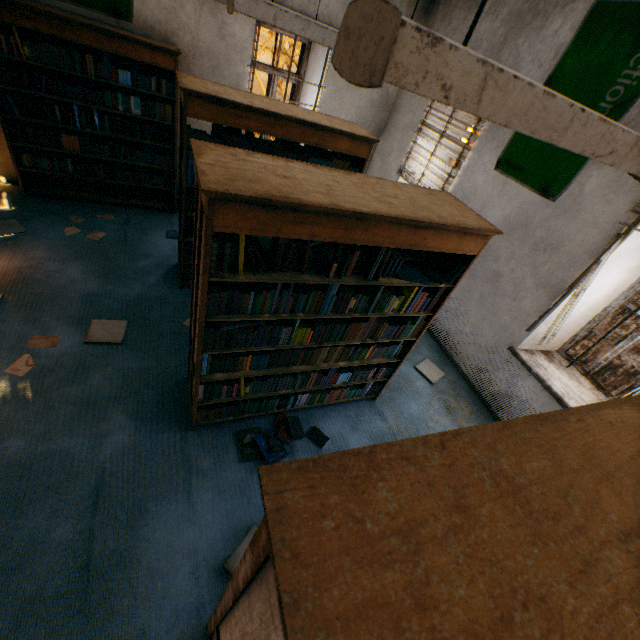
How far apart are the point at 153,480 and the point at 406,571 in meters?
2.5

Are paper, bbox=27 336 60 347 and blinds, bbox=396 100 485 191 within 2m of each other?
no

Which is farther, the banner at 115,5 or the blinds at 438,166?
the blinds at 438,166

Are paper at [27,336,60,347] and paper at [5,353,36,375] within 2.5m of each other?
yes

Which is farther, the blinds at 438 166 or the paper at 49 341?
the blinds at 438 166

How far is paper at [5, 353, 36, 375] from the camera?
2.8 meters

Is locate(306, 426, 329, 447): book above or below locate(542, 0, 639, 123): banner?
below

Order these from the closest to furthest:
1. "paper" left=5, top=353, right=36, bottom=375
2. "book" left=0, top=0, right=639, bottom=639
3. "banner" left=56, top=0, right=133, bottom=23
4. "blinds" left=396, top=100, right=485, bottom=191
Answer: "book" left=0, top=0, right=639, bottom=639 < "paper" left=5, top=353, right=36, bottom=375 < "banner" left=56, top=0, right=133, bottom=23 < "blinds" left=396, top=100, right=485, bottom=191
